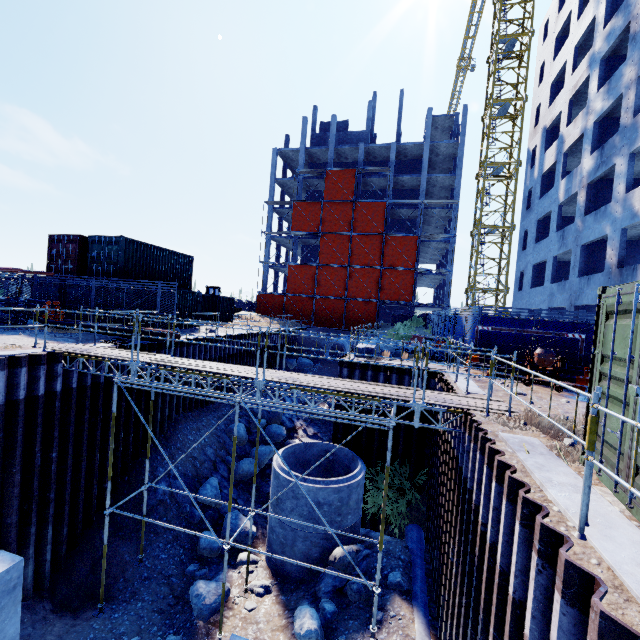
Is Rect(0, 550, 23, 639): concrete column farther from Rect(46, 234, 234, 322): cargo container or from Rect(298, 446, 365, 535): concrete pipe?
Rect(46, 234, 234, 322): cargo container

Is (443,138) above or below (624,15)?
above

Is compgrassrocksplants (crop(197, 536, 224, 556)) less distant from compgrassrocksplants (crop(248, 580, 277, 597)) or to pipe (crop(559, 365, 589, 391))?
compgrassrocksplants (crop(248, 580, 277, 597))

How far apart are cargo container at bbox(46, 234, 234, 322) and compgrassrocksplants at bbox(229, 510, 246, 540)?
13.4 meters

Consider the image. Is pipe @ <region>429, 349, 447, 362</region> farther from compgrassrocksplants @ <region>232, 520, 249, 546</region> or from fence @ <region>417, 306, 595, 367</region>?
compgrassrocksplants @ <region>232, 520, 249, 546</region>

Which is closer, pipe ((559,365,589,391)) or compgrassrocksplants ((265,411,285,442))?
pipe ((559,365,589,391))

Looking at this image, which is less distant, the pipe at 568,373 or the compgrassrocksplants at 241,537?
the pipe at 568,373

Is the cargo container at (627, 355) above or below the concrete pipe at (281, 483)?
above
